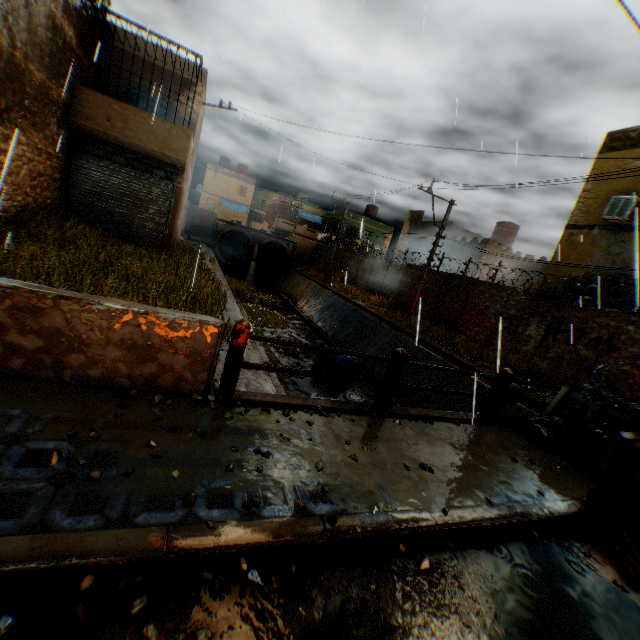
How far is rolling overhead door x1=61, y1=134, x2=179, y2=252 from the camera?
11.1m

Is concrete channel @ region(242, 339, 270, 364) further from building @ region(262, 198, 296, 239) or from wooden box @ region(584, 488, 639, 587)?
wooden box @ region(584, 488, 639, 587)

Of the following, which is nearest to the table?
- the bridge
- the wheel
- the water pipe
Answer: the bridge

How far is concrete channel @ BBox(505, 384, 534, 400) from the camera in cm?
1020

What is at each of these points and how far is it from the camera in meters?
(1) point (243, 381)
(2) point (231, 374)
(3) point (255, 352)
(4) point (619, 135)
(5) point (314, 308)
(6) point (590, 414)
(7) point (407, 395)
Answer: (1) concrete channel, 5.5
(2) bridge, 3.9
(3) concrete channel, 8.1
(4) building, 13.0
(5) concrete channel, 23.3
(6) wooden pallet, 5.3
(7) concrete channel, 12.5

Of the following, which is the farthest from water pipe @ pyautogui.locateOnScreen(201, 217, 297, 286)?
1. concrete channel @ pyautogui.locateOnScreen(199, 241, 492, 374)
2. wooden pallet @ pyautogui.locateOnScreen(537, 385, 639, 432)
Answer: wooden pallet @ pyautogui.locateOnScreen(537, 385, 639, 432)

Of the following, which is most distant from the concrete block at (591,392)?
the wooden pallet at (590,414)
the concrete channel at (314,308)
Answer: the concrete channel at (314,308)

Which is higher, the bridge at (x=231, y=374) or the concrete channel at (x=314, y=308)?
the bridge at (x=231, y=374)
